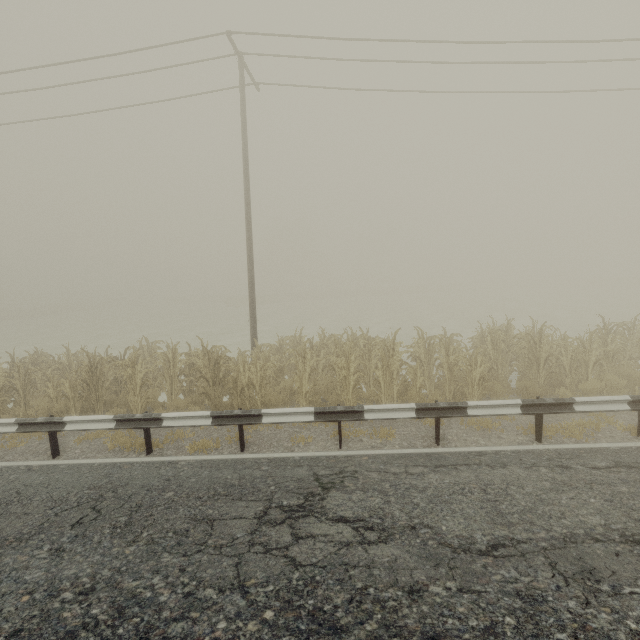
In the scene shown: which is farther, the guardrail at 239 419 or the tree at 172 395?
the tree at 172 395

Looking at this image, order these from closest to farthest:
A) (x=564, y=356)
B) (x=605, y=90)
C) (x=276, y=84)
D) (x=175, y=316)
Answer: (x=564, y=356), (x=605, y=90), (x=276, y=84), (x=175, y=316)

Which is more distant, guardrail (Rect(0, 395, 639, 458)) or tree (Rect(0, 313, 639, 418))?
tree (Rect(0, 313, 639, 418))
